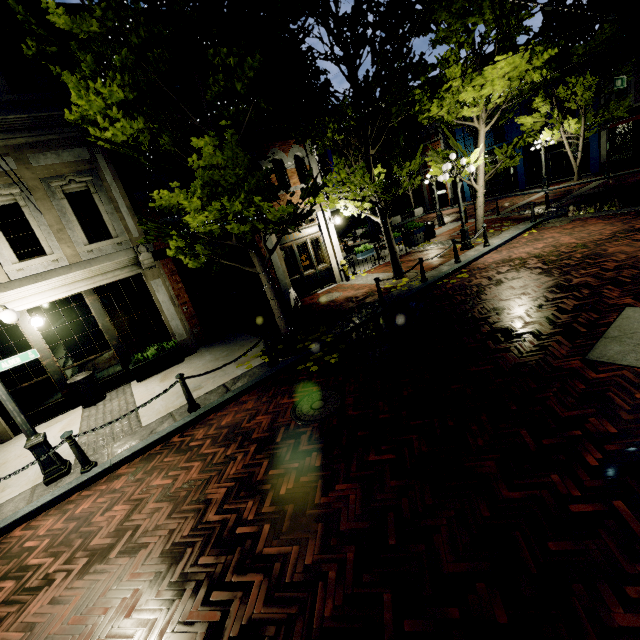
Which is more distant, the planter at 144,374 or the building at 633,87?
the building at 633,87

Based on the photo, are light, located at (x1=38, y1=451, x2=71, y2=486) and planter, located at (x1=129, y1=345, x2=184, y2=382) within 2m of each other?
no

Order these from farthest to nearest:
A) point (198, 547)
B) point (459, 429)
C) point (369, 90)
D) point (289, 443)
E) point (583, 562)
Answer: point (369, 90) → point (289, 443) → point (459, 429) → point (198, 547) → point (583, 562)

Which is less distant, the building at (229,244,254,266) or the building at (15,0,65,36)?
the building at (15,0,65,36)

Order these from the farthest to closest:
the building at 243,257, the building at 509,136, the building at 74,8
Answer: the building at 509,136
the building at 243,257
the building at 74,8

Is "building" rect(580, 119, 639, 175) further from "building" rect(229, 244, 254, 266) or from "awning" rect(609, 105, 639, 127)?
"building" rect(229, 244, 254, 266)

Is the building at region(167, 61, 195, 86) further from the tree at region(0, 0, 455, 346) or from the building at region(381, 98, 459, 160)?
the building at region(381, 98, 459, 160)
